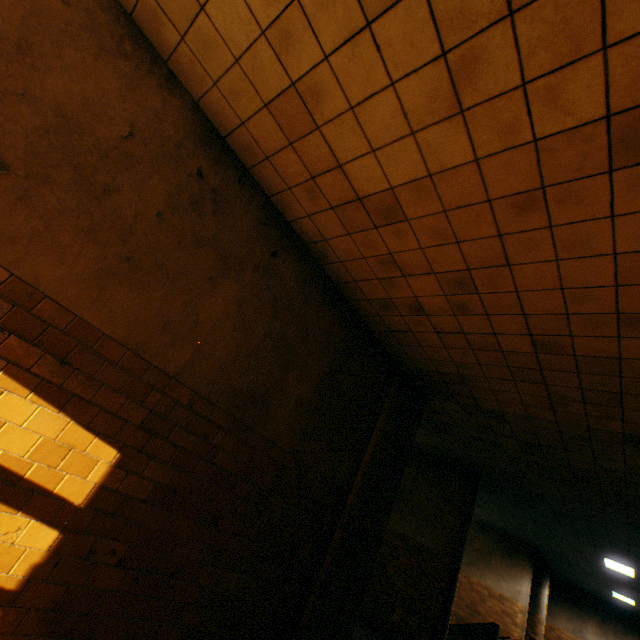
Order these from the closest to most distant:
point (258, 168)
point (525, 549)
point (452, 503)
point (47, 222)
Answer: point (47, 222), point (258, 168), point (452, 503), point (525, 549)
